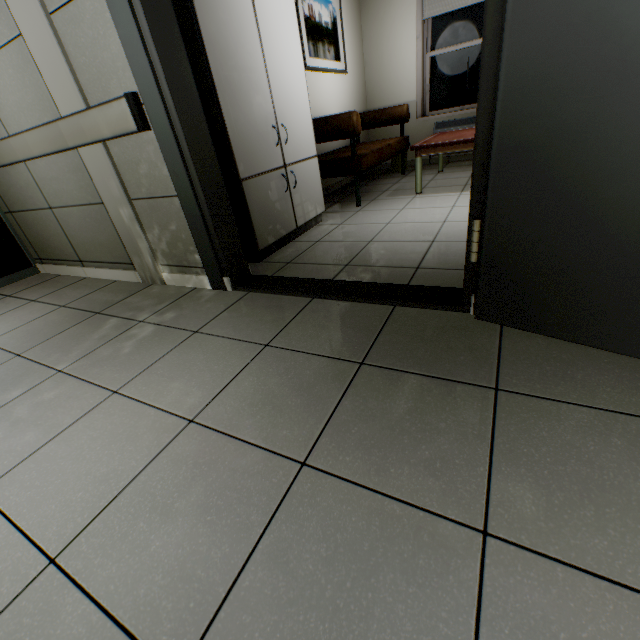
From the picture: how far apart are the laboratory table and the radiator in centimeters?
328cm

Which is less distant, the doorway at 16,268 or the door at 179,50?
the door at 179,50

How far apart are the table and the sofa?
0.4m

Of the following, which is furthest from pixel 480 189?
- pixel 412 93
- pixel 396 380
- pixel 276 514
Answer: pixel 412 93

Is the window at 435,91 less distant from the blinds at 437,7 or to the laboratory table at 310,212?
the blinds at 437,7

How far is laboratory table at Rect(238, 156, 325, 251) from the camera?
2.45m

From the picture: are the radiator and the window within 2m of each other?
yes

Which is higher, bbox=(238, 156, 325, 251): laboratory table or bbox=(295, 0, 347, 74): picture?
bbox=(295, 0, 347, 74): picture
